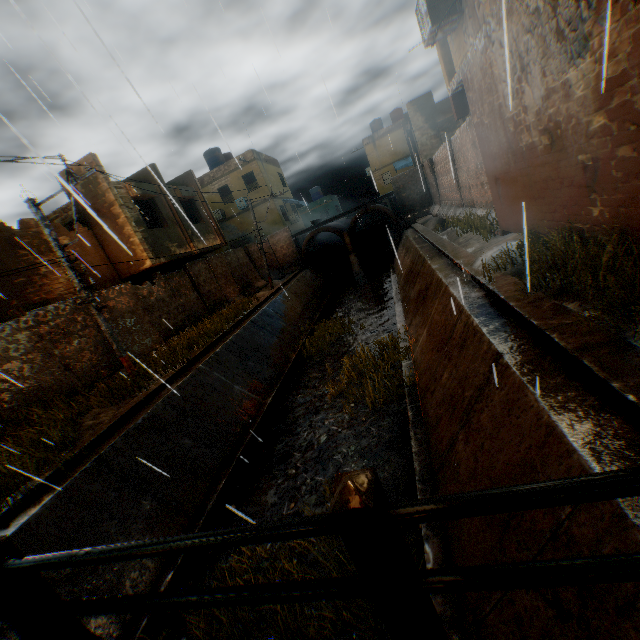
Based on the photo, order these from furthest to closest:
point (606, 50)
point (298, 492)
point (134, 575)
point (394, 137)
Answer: point (394, 137), point (298, 492), point (134, 575), point (606, 50)

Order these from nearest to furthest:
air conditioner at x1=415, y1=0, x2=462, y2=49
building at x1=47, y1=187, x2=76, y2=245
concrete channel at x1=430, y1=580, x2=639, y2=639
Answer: concrete channel at x1=430, y1=580, x2=639, y2=639, air conditioner at x1=415, y1=0, x2=462, y2=49, building at x1=47, y1=187, x2=76, y2=245

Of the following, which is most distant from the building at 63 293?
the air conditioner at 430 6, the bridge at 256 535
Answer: the bridge at 256 535

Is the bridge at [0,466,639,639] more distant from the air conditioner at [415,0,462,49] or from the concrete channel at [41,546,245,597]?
the air conditioner at [415,0,462,49]

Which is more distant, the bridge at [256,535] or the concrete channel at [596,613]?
the concrete channel at [596,613]

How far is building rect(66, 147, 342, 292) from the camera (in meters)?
13.75

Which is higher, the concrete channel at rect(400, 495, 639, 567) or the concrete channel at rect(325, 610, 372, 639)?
the concrete channel at rect(400, 495, 639, 567)
